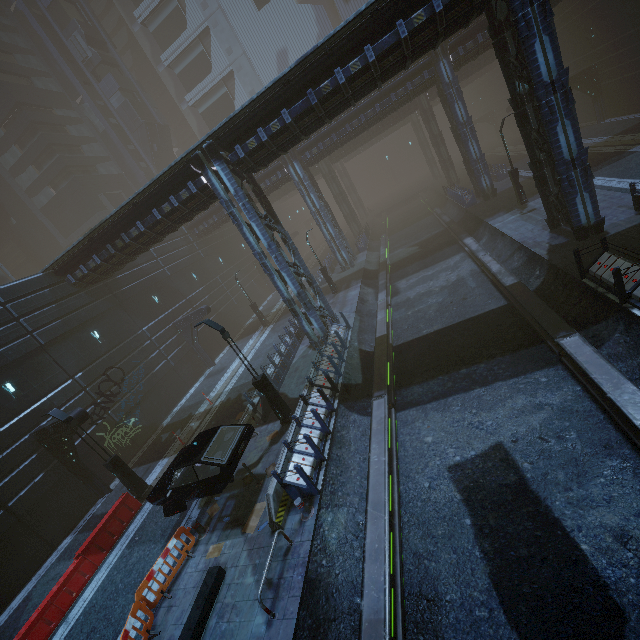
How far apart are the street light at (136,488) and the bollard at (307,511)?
9.43m

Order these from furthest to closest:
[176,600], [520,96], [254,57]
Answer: [254,57] → [520,96] → [176,600]

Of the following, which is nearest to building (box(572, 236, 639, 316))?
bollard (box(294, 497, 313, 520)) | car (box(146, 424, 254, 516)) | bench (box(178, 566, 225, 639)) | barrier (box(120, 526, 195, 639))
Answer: bollard (box(294, 497, 313, 520))

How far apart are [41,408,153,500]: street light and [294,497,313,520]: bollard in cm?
943

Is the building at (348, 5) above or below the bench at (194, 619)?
above

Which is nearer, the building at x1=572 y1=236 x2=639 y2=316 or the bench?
the bench

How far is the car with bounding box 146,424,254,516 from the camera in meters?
10.2 m

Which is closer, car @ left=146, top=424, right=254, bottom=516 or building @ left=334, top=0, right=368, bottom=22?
car @ left=146, top=424, right=254, bottom=516
